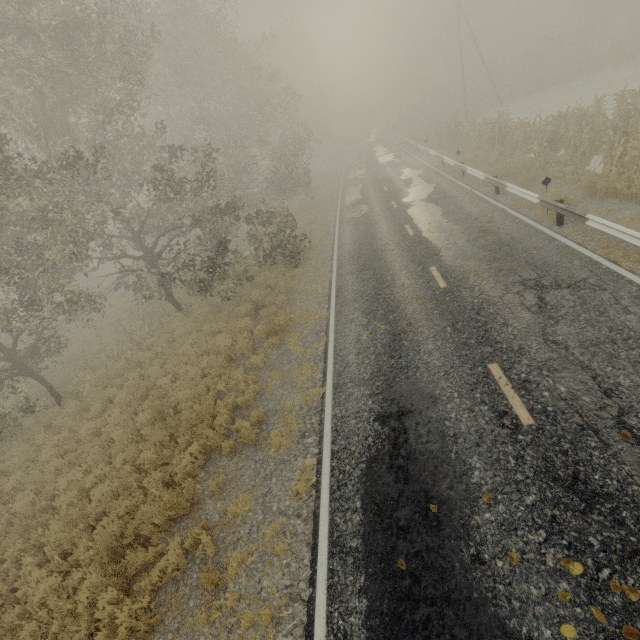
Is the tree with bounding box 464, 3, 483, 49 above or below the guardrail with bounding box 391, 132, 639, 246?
above

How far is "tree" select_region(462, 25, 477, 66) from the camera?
37.78m

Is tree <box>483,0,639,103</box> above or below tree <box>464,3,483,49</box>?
below

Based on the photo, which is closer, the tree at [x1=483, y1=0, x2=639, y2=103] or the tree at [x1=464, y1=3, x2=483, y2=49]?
the tree at [x1=483, y1=0, x2=639, y2=103]

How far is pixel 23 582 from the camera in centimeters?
700cm

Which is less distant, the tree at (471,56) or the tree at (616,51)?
the tree at (616,51)

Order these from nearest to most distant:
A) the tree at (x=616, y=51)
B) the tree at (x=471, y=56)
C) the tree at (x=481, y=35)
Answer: the tree at (x=616, y=51) → the tree at (x=481, y=35) → the tree at (x=471, y=56)
